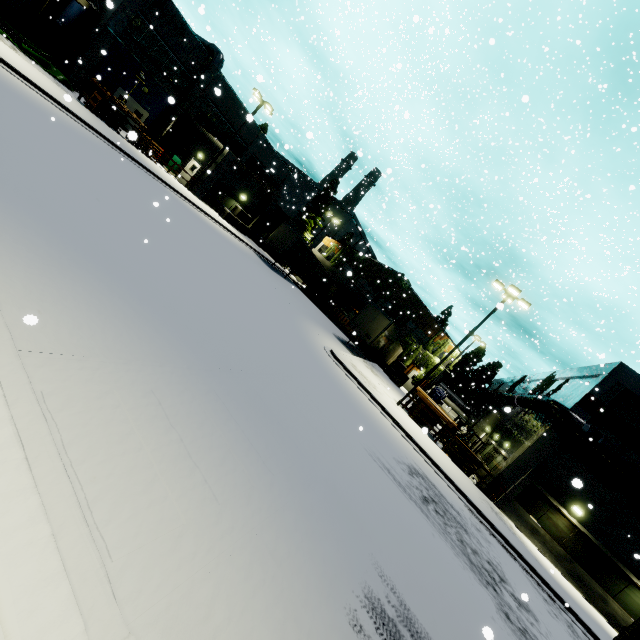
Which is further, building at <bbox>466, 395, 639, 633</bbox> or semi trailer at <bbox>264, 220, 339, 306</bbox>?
semi trailer at <bbox>264, 220, 339, 306</bbox>

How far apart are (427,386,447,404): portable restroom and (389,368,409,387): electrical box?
3.98m

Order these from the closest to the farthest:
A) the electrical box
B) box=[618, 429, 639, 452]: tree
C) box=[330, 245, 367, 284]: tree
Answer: box=[618, 429, 639, 452]: tree, the electrical box, box=[330, 245, 367, 284]: tree

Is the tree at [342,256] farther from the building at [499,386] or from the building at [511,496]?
the building at [499,386]

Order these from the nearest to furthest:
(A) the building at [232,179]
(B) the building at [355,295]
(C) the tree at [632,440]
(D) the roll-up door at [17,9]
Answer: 1. (C) the tree at [632,440]
2. (D) the roll-up door at [17,9]
3. (A) the building at [232,179]
4. (B) the building at [355,295]

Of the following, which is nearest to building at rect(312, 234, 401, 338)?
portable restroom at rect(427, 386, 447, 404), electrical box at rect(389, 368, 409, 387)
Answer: portable restroom at rect(427, 386, 447, 404)

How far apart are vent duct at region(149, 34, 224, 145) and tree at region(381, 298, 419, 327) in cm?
1388

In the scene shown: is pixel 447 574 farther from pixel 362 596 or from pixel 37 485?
pixel 37 485
